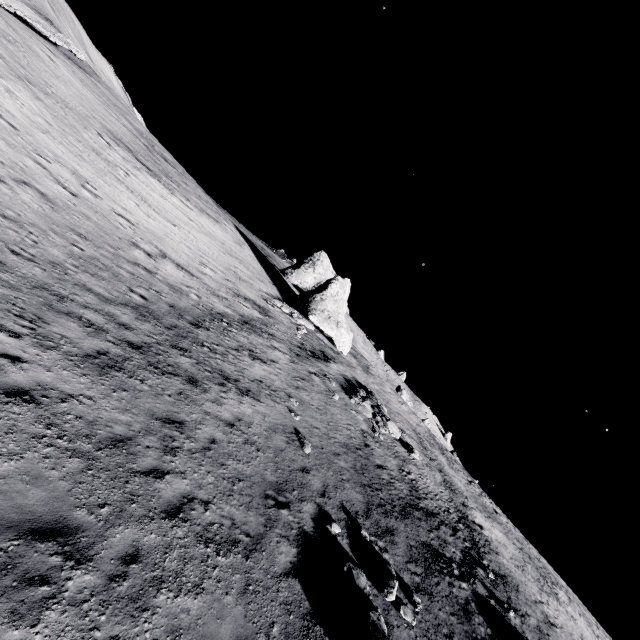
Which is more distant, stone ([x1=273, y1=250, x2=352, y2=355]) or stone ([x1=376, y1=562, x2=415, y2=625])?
stone ([x1=273, y1=250, x2=352, y2=355])

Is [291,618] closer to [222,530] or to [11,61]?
[222,530]

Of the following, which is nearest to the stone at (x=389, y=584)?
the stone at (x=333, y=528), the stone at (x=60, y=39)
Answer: the stone at (x=333, y=528)

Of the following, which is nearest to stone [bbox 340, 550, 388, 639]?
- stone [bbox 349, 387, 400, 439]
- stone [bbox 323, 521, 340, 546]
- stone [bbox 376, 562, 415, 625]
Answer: stone [bbox 376, 562, 415, 625]

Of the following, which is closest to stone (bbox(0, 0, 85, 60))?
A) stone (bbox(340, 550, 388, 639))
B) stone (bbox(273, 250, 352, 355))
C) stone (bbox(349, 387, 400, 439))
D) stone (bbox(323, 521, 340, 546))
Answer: stone (bbox(273, 250, 352, 355))

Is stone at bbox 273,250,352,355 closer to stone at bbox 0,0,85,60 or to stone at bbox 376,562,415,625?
stone at bbox 376,562,415,625

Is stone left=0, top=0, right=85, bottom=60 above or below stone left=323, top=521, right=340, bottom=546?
above

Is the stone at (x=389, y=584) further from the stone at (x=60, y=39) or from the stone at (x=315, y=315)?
the stone at (x=60, y=39)
